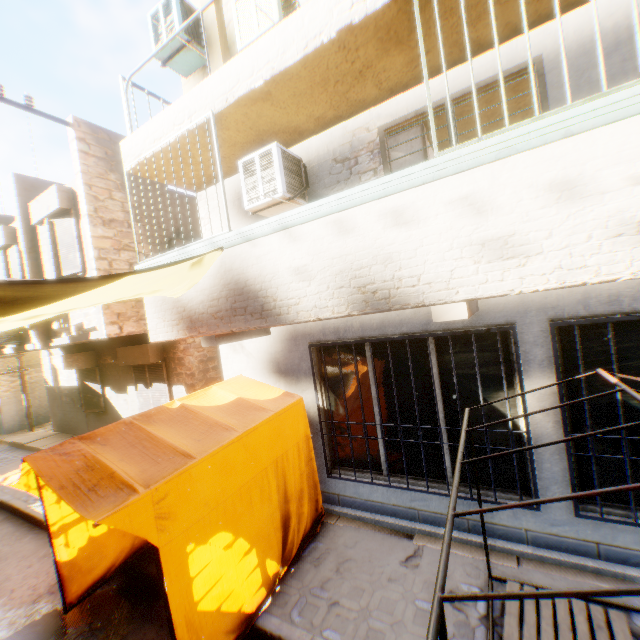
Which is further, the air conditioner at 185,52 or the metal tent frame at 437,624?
the air conditioner at 185,52

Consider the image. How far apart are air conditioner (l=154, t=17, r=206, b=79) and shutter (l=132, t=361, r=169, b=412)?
6.9 meters

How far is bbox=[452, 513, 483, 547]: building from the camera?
4.4m

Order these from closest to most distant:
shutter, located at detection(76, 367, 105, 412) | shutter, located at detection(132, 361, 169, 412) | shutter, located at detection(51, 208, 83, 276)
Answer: shutter, located at detection(51, 208, 83, 276) → shutter, located at detection(132, 361, 169, 412) → shutter, located at detection(76, 367, 105, 412)

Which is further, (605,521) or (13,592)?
(13,592)

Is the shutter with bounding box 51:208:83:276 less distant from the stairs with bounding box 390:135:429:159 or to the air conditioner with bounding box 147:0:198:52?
the air conditioner with bounding box 147:0:198:52

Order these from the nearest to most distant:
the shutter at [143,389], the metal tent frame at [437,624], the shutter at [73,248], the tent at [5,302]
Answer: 1. the metal tent frame at [437,624]
2. the tent at [5,302]
3. the shutter at [73,248]
4. the shutter at [143,389]

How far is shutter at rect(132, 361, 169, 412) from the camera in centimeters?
919cm
